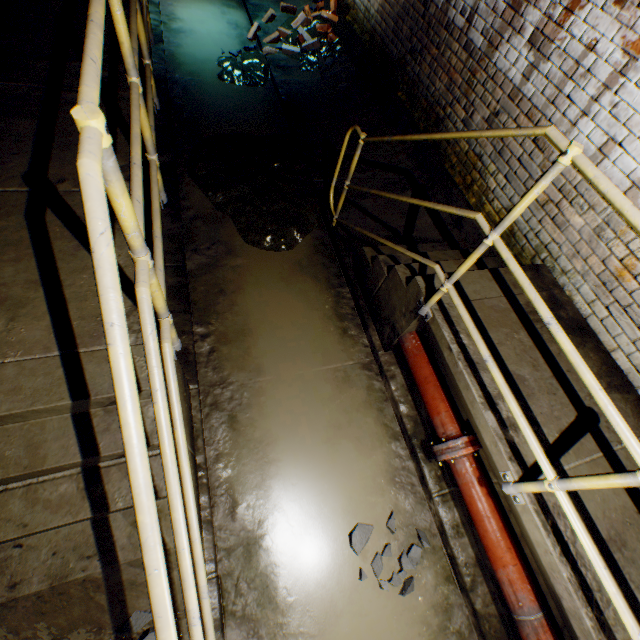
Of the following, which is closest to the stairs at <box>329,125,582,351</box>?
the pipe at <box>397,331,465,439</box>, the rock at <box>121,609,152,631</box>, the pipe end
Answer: the pipe at <box>397,331,465,439</box>

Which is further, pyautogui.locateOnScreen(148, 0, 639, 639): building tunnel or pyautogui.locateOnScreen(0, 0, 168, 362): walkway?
pyautogui.locateOnScreen(148, 0, 639, 639): building tunnel

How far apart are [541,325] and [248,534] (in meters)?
2.72

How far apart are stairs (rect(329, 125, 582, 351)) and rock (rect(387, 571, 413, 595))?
1.5m

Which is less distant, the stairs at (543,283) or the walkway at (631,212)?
the walkway at (631,212)

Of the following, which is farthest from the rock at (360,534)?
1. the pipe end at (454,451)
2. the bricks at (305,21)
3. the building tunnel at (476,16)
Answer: the bricks at (305,21)

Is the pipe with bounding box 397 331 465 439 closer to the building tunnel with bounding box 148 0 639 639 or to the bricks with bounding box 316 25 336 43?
the building tunnel with bounding box 148 0 639 639

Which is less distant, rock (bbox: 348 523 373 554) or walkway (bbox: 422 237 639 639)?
walkway (bbox: 422 237 639 639)
